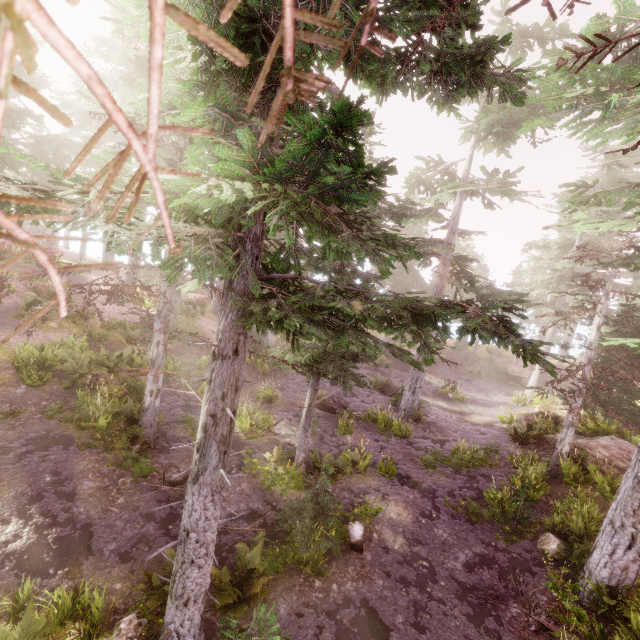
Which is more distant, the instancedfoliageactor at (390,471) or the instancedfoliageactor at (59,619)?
the instancedfoliageactor at (390,471)

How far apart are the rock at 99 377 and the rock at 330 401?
8.7m

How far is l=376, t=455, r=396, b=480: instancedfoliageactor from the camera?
12.6 meters

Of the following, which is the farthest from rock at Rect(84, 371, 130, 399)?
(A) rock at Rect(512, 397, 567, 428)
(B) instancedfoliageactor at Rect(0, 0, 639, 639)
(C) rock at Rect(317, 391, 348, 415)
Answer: (A) rock at Rect(512, 397, 567, 428)

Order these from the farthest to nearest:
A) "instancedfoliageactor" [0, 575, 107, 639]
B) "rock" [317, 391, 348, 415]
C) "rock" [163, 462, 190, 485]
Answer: "rock" [317, 391, 348, 415] → "rock" [163, 462, 190, 485] → "instancedfoliageactor" [0, 575, 107, 639]

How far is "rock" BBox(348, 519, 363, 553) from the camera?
9.2 meters

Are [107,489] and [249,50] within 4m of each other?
no

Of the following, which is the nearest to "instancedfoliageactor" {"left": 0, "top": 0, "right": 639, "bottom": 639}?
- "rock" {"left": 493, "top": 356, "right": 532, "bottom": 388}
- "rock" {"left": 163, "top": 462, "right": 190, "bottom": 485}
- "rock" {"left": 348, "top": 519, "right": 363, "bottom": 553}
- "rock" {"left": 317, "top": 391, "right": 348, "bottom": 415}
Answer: "rock" {"left": 348, "top": 519, "right": 363, "bottom": 553}
